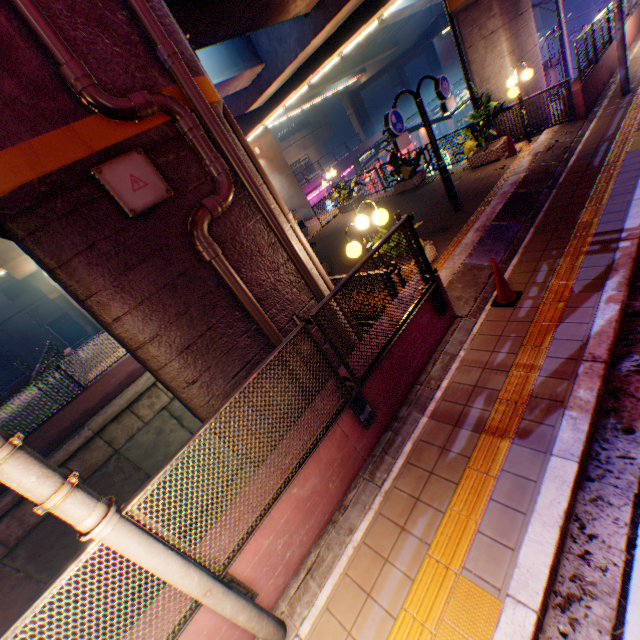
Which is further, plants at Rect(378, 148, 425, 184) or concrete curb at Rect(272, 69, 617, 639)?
plants at Rect(378, 148, 425, 184)

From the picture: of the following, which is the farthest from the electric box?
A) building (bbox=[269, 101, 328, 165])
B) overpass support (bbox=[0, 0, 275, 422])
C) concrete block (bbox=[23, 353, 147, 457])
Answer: building (bbox=[269, 101, 328, 165])

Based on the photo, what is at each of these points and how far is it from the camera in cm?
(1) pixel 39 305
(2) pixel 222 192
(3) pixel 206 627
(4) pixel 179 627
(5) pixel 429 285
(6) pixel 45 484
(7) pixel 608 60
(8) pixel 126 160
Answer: (1) building, 3525
(2) pipe, 423
(3) concrete block, 301
(4) metal fence, 269
(5) metal fence, 488
(6) electric pole, 203
(7) concrete block, 1185
(8) electric box, 365

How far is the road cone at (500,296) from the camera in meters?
5.2 m

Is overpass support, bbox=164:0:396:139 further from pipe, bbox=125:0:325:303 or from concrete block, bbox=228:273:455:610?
concrete block, bbox=228:273:455:610

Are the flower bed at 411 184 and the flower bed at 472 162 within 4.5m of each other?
yes

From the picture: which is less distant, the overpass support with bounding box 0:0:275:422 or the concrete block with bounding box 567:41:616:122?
the overpass support with bounding box 0:0:275:422

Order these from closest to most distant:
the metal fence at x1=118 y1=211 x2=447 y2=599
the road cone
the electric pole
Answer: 1. the electric pole
2. the metal fence at x1=118 y1=211 x2=447 y2=599
3. the road cone
